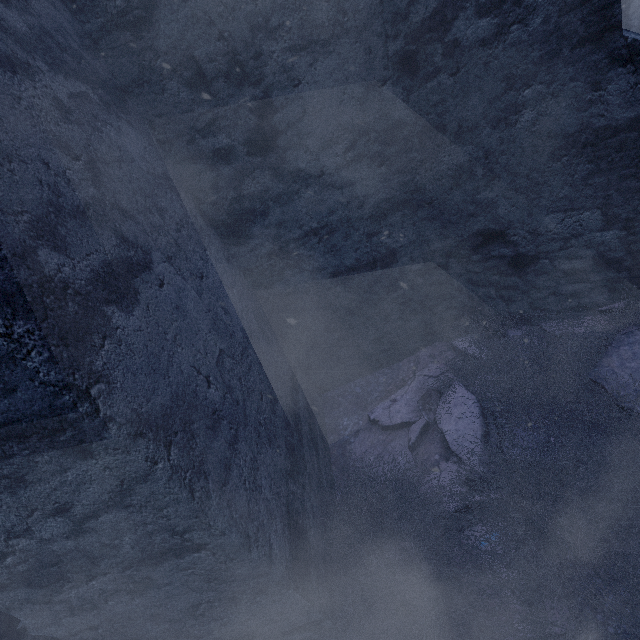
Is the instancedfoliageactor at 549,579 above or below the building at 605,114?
below

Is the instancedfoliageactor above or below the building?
below

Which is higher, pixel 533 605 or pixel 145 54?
pixel 145 54
